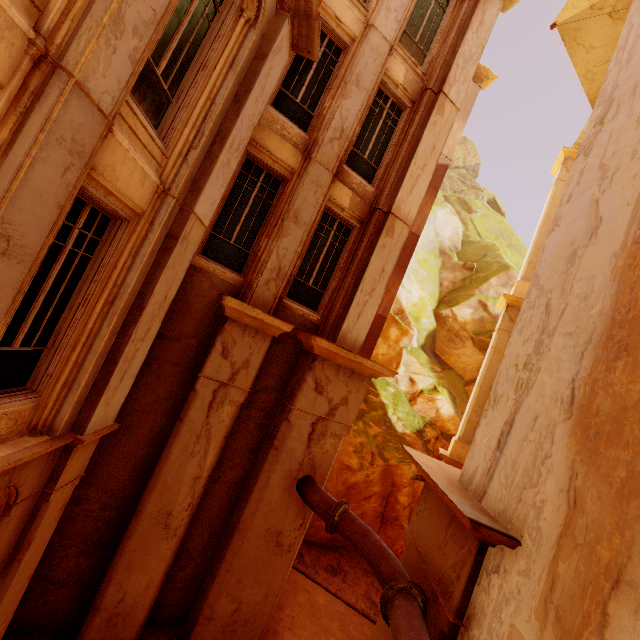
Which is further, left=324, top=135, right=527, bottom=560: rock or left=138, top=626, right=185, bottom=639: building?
left=324, top=135, right=527, bottom=560: rock

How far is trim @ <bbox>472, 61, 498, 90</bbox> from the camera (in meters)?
14.19

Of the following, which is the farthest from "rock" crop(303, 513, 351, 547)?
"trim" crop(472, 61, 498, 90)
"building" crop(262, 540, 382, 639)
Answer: "trim" crop(472, 61, 498, 90)

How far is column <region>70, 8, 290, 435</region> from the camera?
5.0 meters

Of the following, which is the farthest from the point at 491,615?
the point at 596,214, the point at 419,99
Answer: the point at 419,99

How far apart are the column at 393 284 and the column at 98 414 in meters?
8.4 m

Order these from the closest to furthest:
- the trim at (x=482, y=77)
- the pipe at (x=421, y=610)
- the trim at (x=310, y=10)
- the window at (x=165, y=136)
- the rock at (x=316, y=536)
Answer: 1. the window at (x=165, y=136)
2. the pipe at (x=421, y=610)
3. the trim at (x=310, y=10)
4. the rock at (x=316, y=536)
5. the trim at (x=482, y=77)

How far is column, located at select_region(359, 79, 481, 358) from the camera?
13.3m
